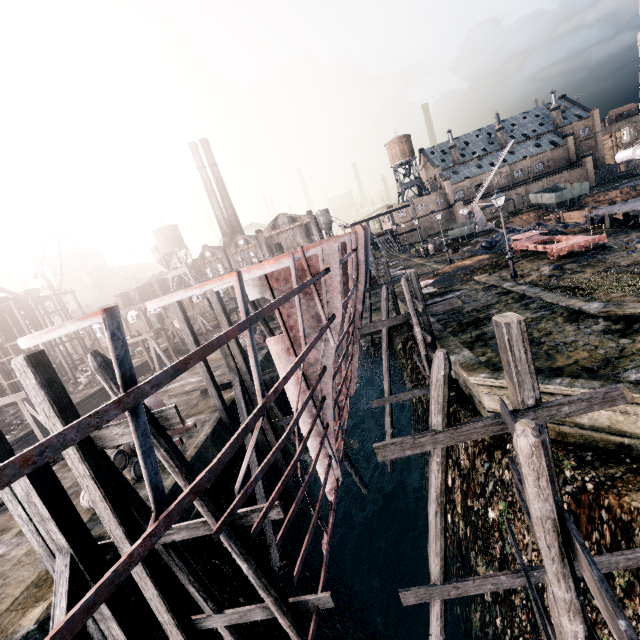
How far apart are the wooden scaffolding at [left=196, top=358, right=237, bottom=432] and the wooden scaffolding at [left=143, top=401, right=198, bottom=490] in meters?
8.3

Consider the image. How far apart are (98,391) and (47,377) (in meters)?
35.81

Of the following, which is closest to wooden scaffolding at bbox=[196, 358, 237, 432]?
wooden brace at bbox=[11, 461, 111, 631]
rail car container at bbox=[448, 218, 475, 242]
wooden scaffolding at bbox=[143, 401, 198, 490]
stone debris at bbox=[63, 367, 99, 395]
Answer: wooden scaffolding at bbox=[143, 401, 198, 490]

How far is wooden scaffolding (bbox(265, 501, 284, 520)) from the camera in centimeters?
708cm

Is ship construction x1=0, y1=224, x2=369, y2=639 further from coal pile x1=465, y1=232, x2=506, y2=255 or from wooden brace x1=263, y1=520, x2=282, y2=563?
coal pile x1=465, y1=232, x2=506, y2=255

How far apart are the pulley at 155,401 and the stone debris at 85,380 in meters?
32.1

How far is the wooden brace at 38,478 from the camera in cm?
656

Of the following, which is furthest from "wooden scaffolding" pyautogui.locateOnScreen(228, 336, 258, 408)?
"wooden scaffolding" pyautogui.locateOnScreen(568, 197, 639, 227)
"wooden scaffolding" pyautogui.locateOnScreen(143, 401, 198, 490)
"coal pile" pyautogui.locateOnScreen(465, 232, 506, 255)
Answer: "wooden scaffolding" pyautogui.locateOnScreen(568, 197, 639, 227)
